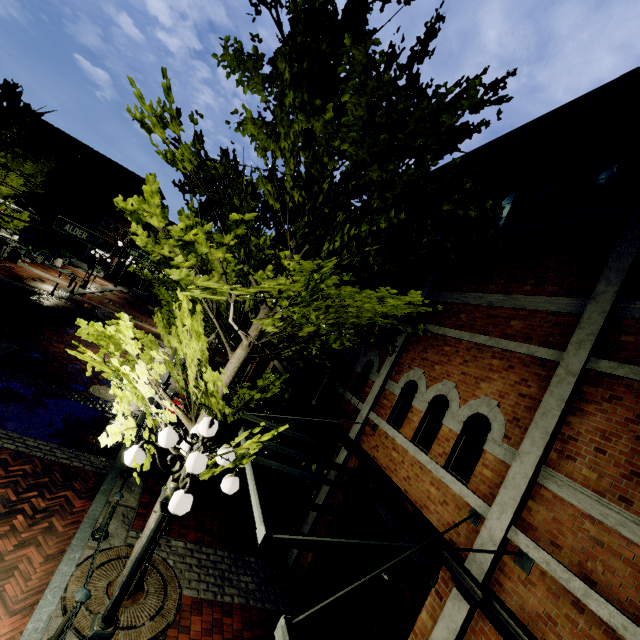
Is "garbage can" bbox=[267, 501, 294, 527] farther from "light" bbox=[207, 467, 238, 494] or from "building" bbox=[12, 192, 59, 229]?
"building" bbox=[12, 192, 59, 229]

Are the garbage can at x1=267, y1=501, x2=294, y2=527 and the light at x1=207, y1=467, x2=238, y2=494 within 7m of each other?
yes

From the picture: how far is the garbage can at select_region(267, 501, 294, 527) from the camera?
8.3m

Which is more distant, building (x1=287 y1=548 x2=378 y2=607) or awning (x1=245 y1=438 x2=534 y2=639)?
building (x1=287 y1=548 x2=378 y2=607)

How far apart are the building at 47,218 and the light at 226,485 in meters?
39.3 m

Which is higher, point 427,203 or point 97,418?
point 427,203

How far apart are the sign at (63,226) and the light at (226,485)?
10.11m

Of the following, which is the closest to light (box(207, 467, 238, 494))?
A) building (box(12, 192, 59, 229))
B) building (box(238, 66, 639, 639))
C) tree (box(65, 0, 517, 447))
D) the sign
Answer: tree (box(65, 0, 517, 447))
